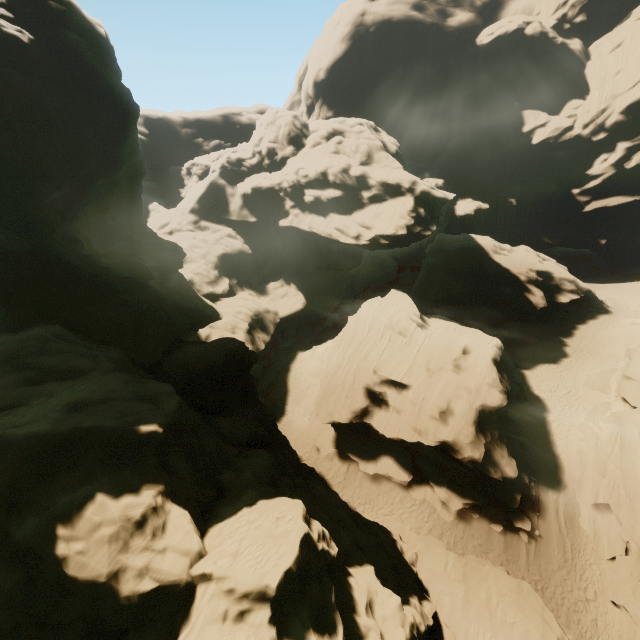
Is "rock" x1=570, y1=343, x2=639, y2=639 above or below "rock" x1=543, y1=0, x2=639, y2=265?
below

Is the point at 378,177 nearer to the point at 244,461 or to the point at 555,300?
the point at 555,300

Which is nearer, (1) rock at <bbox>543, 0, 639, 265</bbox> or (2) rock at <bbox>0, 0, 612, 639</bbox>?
(2) rock at <bbox>0, 0, 612, 639</bbox>

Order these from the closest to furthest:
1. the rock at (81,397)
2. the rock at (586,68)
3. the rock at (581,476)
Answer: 1. the rock at (81,397)
2. the rock at (581,476)
3. the rock at (586,68)

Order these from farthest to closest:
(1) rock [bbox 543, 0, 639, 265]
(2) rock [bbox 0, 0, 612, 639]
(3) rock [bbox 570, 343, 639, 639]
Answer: (1) rock [bbox 543, 0, 639, 265] → (3) rock [bbox 570, 343, 639, 639] → (2) rock [bbox 0, 0, 612, 639]

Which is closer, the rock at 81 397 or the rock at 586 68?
the rock at 81 397
